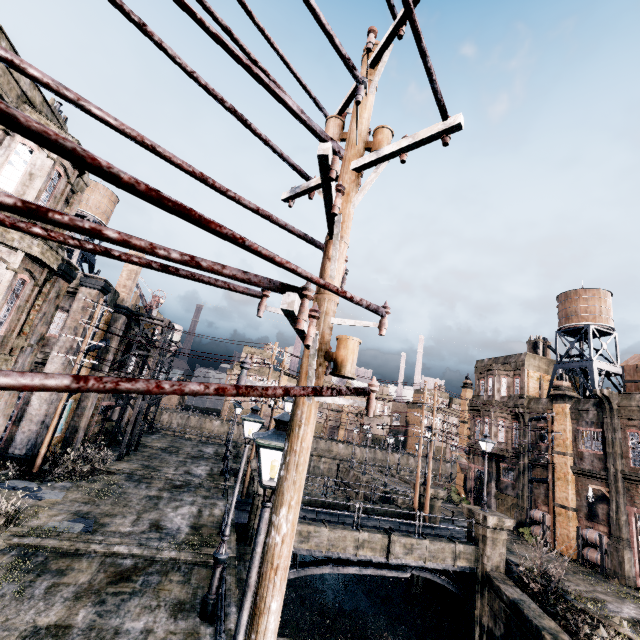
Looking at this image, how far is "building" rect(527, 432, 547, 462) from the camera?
28.0m

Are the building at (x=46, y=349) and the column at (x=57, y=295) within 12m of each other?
yes

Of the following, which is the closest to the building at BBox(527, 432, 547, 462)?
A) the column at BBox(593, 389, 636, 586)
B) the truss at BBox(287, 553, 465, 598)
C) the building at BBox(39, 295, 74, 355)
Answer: the column at BBox(593, 389, 636, 586)

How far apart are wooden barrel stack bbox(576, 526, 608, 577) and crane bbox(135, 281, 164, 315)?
37.6m

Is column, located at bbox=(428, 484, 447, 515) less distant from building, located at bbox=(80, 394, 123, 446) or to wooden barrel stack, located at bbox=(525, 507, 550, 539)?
wooden barrel stack, located at bbox=(525, 507, 550, 539)

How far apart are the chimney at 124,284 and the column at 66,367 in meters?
2.9 m

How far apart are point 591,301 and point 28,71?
38.51m

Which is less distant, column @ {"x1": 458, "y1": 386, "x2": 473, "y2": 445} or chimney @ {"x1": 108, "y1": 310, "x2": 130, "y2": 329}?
chimney @ {"x1": 108, "y1": 310, "x2": 130, "y2": 329}
